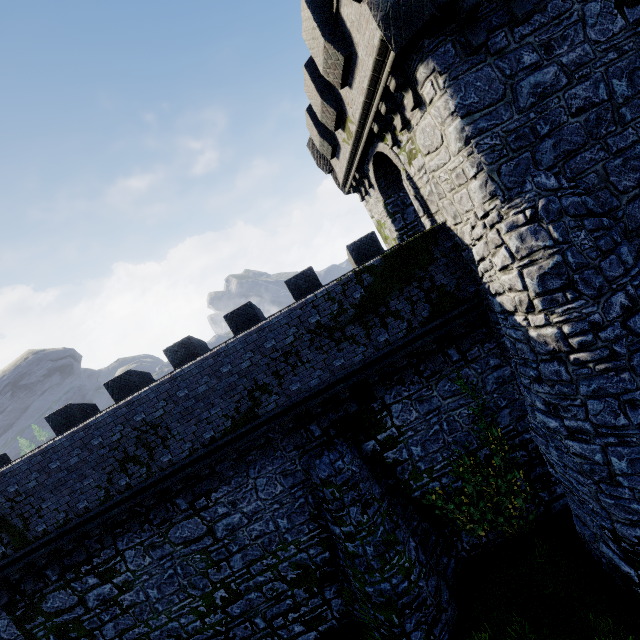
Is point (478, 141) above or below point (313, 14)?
below

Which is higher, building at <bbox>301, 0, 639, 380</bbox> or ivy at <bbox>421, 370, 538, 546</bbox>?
building at <bbox>301, 0, 639, 380</bbox>

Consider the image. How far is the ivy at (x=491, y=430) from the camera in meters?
10.2 m

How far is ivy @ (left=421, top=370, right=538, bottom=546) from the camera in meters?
10.2 m

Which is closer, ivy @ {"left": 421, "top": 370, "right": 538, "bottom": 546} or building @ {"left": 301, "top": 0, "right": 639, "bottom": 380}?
building @ {"left": 301, "top": 0, "right": 639, "bottom": 380}

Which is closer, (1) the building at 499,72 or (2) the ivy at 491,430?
(1) the building at 499,72
